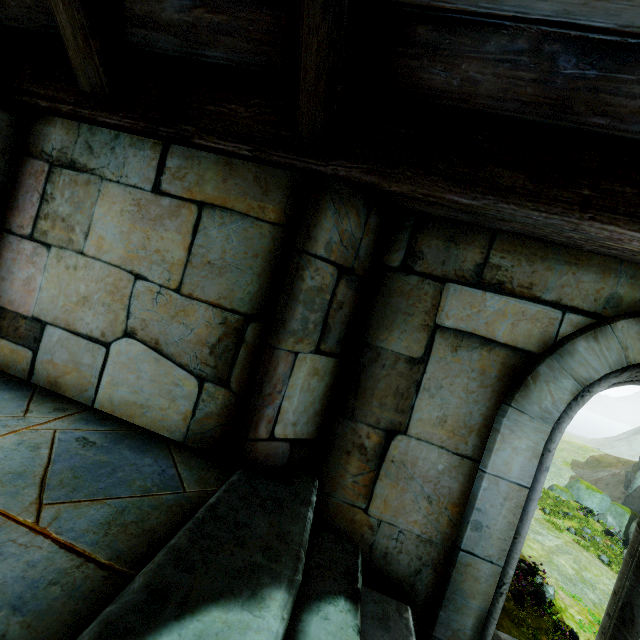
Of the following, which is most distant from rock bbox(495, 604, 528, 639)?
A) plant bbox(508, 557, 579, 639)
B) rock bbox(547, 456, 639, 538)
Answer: rock bbox(547, 456, 639, 538)

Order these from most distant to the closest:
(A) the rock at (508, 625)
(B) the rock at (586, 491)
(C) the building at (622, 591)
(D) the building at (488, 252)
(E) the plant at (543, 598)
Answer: (B) the rock at (586, 491), (E) the plant at (543, 598), (A) the rock at (508, 625), (C) the building at (622, 591), (D) the building at (488, 252)

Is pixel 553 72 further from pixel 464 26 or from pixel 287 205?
pixel 287 205

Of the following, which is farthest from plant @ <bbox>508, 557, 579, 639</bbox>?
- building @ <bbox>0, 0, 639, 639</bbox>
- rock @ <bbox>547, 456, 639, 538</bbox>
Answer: rock @ <bbox>547, 456, 639, 538</bbox>

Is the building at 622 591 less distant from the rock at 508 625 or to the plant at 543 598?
the rock at 508 625

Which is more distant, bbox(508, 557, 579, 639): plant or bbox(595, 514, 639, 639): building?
bbox(508, 557, 579, 639): plant

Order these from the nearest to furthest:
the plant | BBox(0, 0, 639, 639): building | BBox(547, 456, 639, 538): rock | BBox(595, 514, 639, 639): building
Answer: BBox(0, 0, 639, 639): building, BBox(595, 514, 639, 639): building, the plant, BBox(547, 456, 639, 538): rock

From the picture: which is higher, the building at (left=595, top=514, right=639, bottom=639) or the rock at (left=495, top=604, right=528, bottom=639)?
the building at (left=595, top=514, right=639, bottom=639)
